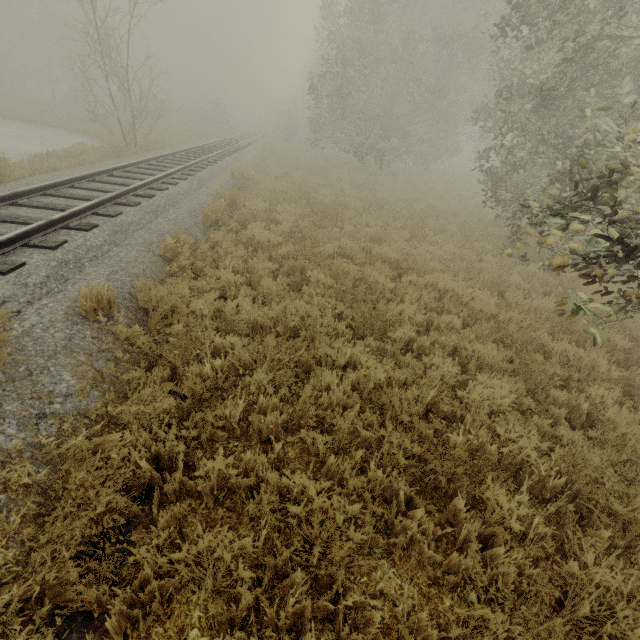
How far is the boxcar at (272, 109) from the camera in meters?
58.2

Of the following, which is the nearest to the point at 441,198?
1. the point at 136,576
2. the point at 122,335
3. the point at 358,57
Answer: the point at 358,57

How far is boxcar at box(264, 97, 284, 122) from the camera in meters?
58.2 m
